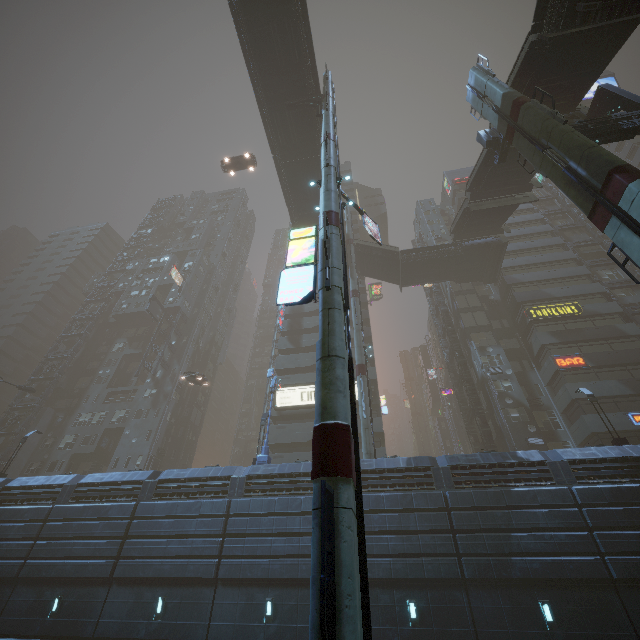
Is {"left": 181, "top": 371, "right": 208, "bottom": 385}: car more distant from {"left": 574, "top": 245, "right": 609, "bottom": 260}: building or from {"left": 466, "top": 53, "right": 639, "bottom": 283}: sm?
{"left": 466, "top": 53, "right": 639, "bottom": 283}: sm

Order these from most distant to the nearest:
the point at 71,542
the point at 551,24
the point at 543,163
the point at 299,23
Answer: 1. the point at 299,23
2. the point at 71,542
3. the point at 551,24
4. the point at 543,163

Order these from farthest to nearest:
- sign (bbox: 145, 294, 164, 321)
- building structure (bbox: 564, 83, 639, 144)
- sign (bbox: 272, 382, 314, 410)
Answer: sign (bbox: 145, 294, 164, 321)
sign (bbox: 272, 382, 314, 410)
building structure (bbox: 564, 83, 639, 144)

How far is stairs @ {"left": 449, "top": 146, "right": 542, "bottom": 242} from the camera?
25.8 meters

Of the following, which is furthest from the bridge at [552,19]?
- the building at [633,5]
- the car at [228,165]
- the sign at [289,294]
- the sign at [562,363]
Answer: the sign at [562,363]

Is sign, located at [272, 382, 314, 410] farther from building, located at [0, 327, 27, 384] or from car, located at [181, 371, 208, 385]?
car, located at [181, 371, 208, 385]

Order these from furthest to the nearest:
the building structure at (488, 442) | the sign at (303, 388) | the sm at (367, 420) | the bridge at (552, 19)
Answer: the sign at (303, 388), the building structure at (488, 442), the sm at (367, 420), the bridge at (552, 19)

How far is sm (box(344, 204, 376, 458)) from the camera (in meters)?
22.30
